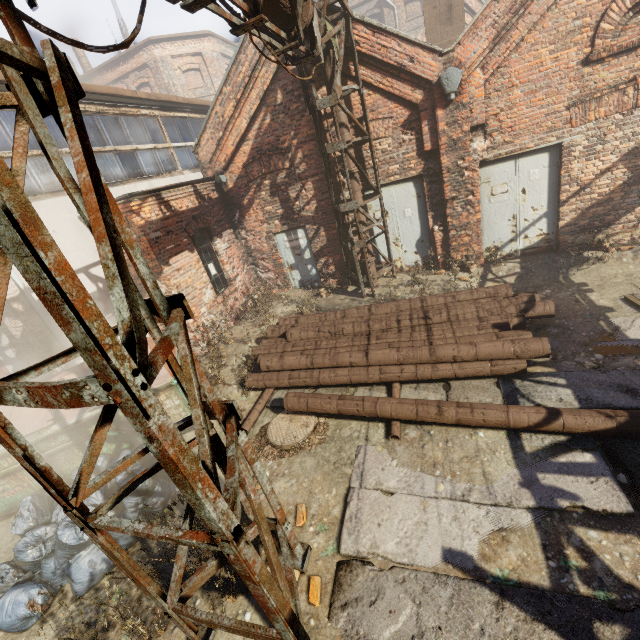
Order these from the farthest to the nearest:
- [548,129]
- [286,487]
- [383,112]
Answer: [383,112] → [548,129] → [286,487]

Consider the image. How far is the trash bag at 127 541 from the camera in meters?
4.2

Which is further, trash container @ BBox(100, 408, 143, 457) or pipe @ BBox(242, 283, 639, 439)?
trash container @ BBox(100, 408, 143, 457)

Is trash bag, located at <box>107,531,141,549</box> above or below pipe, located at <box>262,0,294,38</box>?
below

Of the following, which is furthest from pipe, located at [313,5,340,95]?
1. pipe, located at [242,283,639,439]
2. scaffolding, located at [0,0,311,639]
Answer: pipe, located at [242,283,639,439]

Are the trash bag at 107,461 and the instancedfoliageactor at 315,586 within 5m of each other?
yes

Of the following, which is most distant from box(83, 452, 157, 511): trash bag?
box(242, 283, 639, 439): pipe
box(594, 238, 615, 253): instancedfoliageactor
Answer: box(594, 238, 615, 253): instancedfoliageactor
